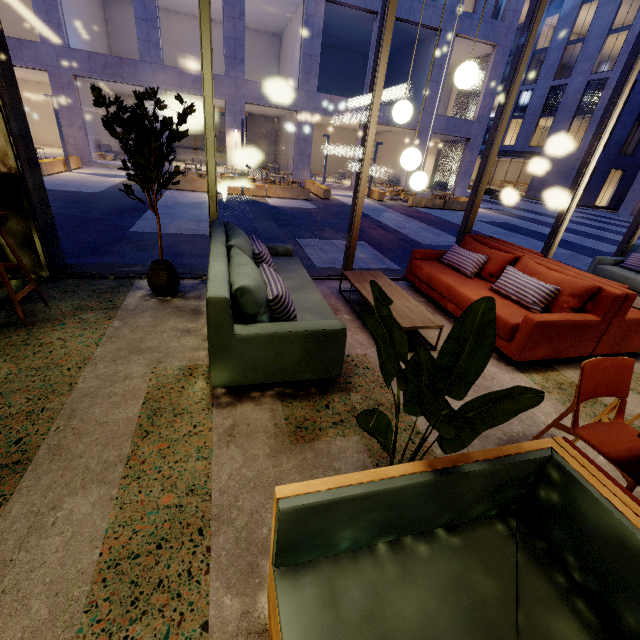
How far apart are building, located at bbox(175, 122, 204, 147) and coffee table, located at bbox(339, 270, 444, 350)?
25.4m

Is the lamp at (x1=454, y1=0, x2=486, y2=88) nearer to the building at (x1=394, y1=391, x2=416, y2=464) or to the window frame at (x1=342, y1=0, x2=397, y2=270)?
the building at (x1=394, y1=391, x2=416, y2=464)

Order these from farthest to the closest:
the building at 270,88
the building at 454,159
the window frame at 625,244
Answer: the building at 454,159 → the building at 270,88 → the window frame at 625,244

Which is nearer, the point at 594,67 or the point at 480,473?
the point at 480,473

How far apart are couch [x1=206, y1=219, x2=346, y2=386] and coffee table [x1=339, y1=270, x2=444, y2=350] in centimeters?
59cm

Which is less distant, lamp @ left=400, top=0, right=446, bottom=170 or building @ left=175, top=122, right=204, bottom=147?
lamp @ left=400, top=0, right=446, bottom=170

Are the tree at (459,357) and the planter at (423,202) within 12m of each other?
no

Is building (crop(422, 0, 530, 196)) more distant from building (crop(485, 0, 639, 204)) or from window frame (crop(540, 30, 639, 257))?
window frame (crop(540, 30, 639, 257))
